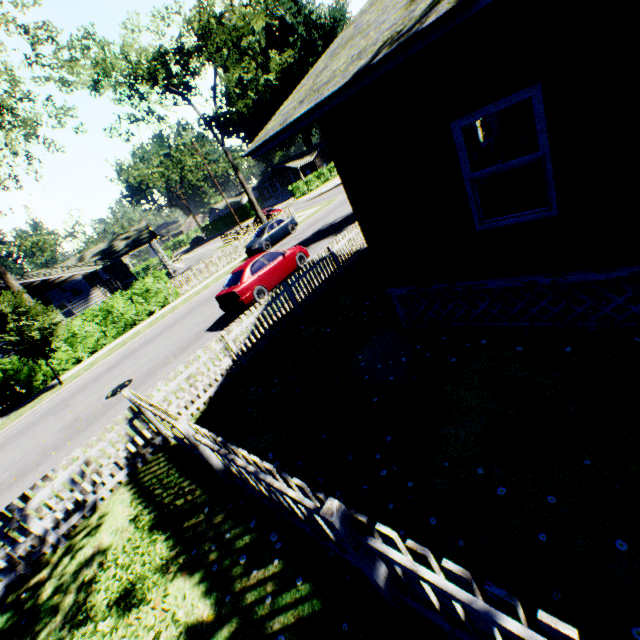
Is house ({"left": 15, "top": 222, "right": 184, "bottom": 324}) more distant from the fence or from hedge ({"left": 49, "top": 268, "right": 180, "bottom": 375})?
the fence

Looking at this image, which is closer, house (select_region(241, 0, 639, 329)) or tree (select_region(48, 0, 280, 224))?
house (select_region(241, 0, 639, 329))

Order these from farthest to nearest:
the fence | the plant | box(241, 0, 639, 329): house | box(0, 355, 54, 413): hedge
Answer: box(0, 355, 54, 413): hedge → the plant → box(241, 0, 639, 329): house → the fence

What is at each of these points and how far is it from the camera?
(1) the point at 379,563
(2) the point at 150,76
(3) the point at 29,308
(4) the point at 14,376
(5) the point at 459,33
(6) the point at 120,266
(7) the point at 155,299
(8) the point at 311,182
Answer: (1) fence, 2.9m
(2) tree, 25.5m
(3) plant, 15.9m
(4) hedge, 17.4m
(5) house, 3.8m
(6) house, 40.0m
(7) hedge, 22.2m
(8) hedge, 54.0m

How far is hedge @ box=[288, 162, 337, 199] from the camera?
52.0m

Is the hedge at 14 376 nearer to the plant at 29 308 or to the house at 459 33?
the plant at 29 308

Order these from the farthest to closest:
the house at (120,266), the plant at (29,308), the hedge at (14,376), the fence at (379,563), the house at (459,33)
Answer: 1. the house at (120,266)
2. the hedge at (14,376)
3. the plant at (29,308)
4. the house at (459,33)
5. the fence at (379,563)

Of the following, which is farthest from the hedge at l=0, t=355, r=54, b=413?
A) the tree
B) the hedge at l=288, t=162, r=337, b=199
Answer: the hedge at l=288, t=162, r=337, b=199
